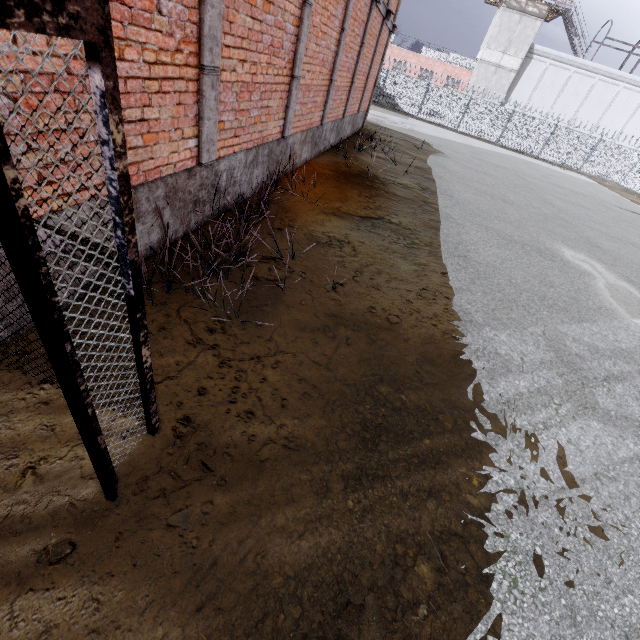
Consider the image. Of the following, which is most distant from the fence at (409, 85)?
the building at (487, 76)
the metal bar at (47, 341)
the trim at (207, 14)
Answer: the metal bar at (47, 341)

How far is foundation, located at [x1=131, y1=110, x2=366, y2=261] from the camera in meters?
3.5

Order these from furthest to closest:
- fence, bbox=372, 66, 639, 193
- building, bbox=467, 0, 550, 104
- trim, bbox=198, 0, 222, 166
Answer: building, bbox=467, 0, 550, 104, fence, bbox=372, 66, 639, 193, trim, bbox=198, 0, 222, 166

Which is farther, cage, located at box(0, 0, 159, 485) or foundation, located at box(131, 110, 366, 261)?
foundation, located at box(131, 110, 366, 261)

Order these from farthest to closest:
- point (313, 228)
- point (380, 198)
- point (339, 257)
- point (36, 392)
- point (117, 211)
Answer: point (380, 198)
point (313, 228)
point (339, 257)
point (36, 392)
point (117, 211)

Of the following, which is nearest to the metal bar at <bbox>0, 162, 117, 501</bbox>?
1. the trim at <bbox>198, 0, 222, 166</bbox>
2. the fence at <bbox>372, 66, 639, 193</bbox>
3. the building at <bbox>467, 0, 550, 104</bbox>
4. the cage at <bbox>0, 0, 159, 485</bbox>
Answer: the cage at <bbox>0, 0, 159, 485</bbox>

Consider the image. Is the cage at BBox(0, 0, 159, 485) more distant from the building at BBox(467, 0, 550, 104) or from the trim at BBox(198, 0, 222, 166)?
the building at BBox(467, 0, 550, 104)

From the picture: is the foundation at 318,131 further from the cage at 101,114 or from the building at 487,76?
the building at 487,76
